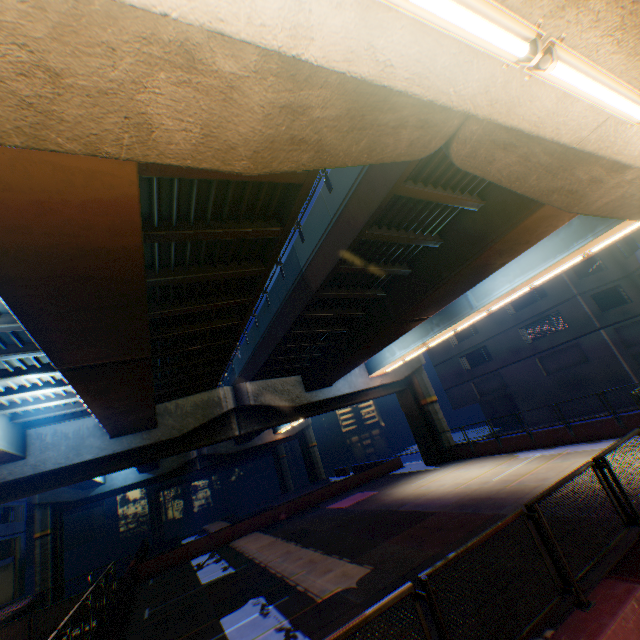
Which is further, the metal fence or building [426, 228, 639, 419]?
building [426, 228, 639, 419]

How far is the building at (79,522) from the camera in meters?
55.7

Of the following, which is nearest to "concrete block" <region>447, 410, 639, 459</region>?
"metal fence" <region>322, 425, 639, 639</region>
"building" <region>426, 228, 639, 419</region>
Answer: "metal fence" <region>322, 425, 639, 639</region>

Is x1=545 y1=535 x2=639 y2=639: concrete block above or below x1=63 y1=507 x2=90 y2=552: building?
below

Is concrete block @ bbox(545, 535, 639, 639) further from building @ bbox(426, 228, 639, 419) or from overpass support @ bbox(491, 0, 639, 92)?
building @ bbox(426, 228, 639, 419)

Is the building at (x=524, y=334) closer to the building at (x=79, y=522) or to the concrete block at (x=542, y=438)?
the concrete block at (x=542, y=438)

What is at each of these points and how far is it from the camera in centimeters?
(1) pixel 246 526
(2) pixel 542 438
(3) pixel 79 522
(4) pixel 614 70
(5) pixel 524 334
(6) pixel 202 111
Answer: (1) concrete block, 2328cm
(2) concrete block, 1873cm
(3) building, 5888cm
(4) overpass support, 295cm
(5) building, 2994cm
(6) overpass support, 277cm

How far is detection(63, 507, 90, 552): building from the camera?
55.66m
